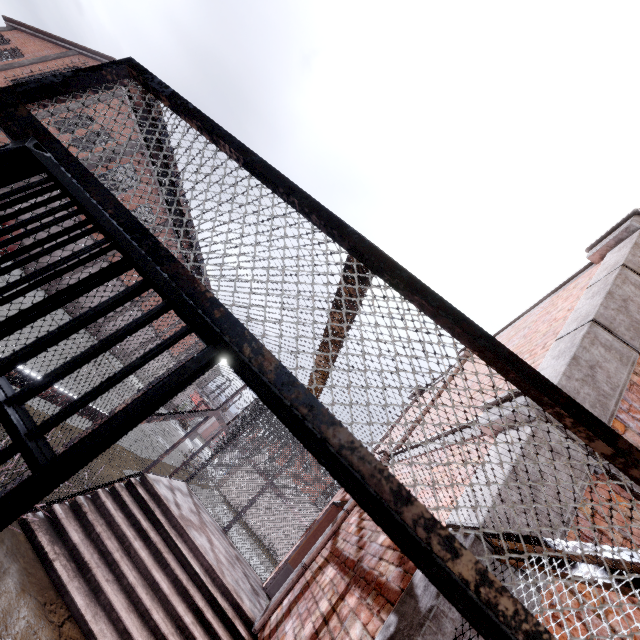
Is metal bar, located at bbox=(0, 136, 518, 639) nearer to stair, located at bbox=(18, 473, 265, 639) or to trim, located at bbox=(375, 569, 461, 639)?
trim, located at bbox=(375, 569, 461, 639)

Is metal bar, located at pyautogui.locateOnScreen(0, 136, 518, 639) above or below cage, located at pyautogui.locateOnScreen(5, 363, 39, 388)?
above

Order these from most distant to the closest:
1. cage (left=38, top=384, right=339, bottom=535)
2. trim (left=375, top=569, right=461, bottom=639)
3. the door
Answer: the door → cage (left=38, top=384, right=339, bottom=535) → trim (left=375, top=569, right=461, bottom=639)

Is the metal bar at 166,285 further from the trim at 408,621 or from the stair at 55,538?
the stair at 55,538

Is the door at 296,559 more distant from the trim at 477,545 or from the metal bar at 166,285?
the metal bar at 166,285

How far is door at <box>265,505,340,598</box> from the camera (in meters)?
6.79

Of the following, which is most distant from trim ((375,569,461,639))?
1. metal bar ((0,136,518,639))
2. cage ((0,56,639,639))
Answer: metal bar ((0,136,518,639))

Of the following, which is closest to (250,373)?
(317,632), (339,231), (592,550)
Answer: (339,231)
